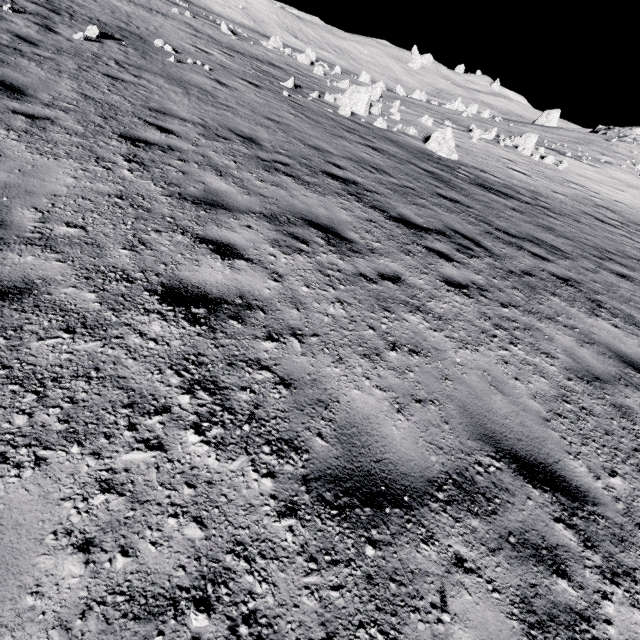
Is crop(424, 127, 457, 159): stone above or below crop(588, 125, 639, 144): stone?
below

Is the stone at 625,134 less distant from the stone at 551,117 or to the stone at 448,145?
the stone at 551,117

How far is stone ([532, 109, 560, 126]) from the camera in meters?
53.5

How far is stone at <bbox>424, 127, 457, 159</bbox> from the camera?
16.38m

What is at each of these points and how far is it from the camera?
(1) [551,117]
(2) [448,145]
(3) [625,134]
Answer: (1) stone, 53.56m
(2) stone, 16.84m
(3) stone, 47.78m

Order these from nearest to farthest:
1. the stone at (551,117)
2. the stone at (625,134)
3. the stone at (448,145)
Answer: the stone at (448,145) < the stone at (625,134) < the stone at (551,117)

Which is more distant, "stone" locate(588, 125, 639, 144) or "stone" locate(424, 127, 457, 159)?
"stone" locate(588, 125, 639, 144)

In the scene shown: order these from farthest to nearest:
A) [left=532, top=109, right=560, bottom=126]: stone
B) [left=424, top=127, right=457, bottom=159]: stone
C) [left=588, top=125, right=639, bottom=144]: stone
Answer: [left=532, top=109, right=560, bottom=126]: stone
[left=588, top=125, right=639, bottom=144]: stone
[left=424, top=127, right=457, bottom=159]: stone
